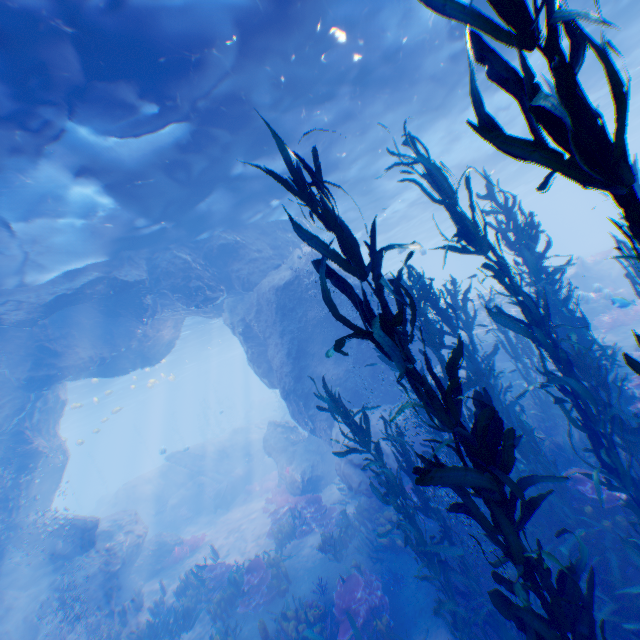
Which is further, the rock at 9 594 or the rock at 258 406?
the rock at 258 406

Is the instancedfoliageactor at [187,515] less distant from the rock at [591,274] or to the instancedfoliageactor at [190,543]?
the instancedfoliageactor at [190,543]

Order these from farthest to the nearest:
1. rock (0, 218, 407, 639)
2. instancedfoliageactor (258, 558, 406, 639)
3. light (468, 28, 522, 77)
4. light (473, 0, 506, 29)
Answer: rock (0, 218, 407, 639) → light (468, 28, 522, 77) → light (473, 0, 506, 29) → instancedfoliageactor (258, 558, 406, 639)

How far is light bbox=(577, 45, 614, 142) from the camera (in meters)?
16.52

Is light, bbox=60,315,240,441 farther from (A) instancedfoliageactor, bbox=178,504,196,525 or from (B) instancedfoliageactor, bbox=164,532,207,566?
(A) instancedfoliageactor, bbox=178,504,196,525

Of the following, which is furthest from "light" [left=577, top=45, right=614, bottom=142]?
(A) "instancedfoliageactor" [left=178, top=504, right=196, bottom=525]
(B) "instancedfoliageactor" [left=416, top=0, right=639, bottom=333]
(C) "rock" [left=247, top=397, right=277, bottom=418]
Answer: (C) "rock" [left=247, top=397, right=277, bottom=418]

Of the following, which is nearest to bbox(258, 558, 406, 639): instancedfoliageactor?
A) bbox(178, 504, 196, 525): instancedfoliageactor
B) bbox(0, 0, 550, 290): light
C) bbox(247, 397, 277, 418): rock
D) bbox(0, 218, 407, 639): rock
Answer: bbox(0, 218, 407, 639): rock

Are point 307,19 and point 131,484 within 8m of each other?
no
